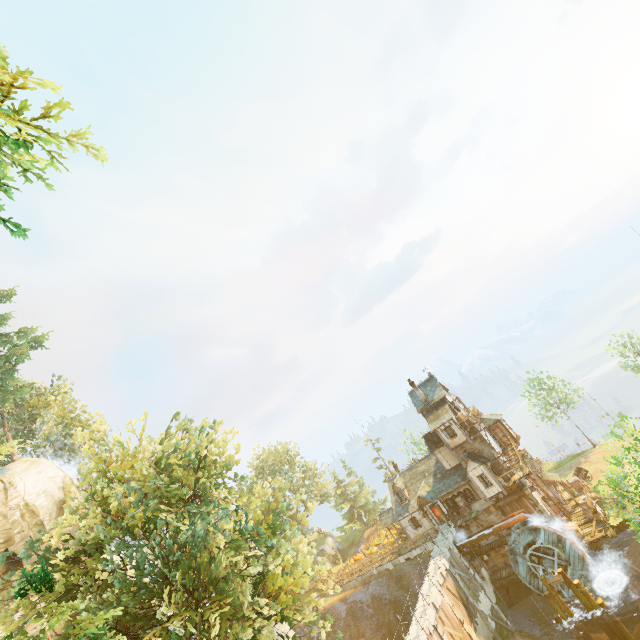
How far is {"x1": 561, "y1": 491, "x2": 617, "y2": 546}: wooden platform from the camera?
29.33m

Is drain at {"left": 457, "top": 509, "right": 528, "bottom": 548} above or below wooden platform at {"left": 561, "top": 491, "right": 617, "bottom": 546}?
above

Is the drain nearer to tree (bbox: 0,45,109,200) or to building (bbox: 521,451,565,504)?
building (bbox: 521,451,565,504)

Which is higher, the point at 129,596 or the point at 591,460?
the point at 129,596

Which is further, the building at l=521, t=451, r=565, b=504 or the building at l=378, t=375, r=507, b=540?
the building at l=521, t=451, r=565, b=504

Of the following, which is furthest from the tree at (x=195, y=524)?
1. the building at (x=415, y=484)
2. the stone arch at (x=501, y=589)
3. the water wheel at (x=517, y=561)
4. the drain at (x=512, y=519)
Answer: the stone arch at (x=501, y=589)

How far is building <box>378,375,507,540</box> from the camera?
34.0 meters

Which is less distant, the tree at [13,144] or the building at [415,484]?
the tree at [13,144]
